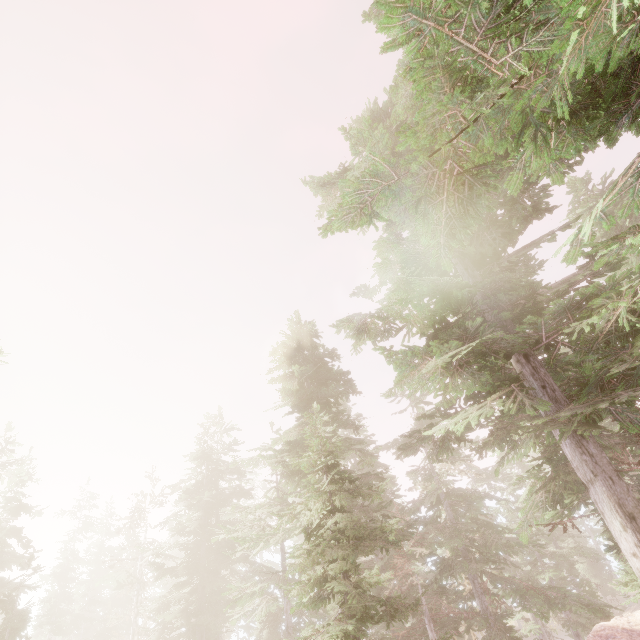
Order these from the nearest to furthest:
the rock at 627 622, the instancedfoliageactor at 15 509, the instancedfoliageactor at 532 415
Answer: the instancedfoliageactor at 532 415 < the rock at 627 622 < the instancedfoliageactor at 15 509

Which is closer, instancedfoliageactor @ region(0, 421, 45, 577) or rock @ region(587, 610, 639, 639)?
rock @ region(587, 610, 639, 639)

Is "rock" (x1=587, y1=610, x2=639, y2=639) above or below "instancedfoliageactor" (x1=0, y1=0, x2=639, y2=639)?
below

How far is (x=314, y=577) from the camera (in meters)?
6.68

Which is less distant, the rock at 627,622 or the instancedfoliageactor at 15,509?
the rock at 627,622

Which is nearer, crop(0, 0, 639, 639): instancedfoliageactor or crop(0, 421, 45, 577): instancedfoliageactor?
crop(0, 0, 639, 639): instancedfoliageactor

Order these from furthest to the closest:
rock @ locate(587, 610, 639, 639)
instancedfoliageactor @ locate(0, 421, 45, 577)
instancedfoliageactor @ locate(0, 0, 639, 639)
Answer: instancedfoliageactor @ locate(0, 421, 45, 577)
rock @ locate(587, 610, 639, 639)
instancedfoliageactor @ locate(0, 0, 639, 639)
